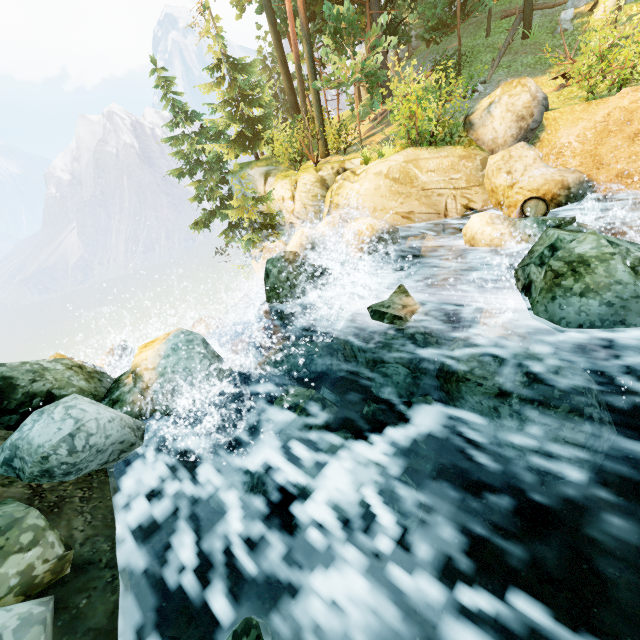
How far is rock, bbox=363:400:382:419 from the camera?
5.63m

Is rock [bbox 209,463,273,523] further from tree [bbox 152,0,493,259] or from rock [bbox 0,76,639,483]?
tree [bbox 152,0,493,259]

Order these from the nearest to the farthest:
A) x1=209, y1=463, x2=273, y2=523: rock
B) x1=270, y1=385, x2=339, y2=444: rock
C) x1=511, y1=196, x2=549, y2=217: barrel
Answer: x1=209, y1=463, x2=273, y2=523: rock, x1=270, y1=385, x2=339, y2=444: rock, x1=511, y1=196, x2=549, y2=217: barrel

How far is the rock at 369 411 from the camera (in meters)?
5.63

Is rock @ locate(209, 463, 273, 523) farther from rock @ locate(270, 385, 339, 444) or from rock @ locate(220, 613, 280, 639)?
rock @ locate(220, 613, 280, 639)

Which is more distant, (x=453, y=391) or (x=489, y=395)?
(x=453, y=391)

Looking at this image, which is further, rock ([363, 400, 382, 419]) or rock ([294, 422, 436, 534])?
rock ([363, 400, 382, 419])

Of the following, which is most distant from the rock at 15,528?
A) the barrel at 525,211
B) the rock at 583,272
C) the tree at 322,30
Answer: the barrel at 525,211
